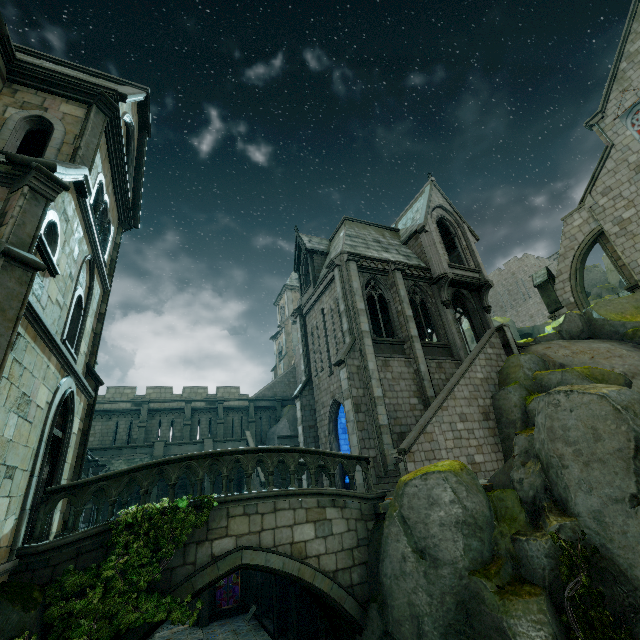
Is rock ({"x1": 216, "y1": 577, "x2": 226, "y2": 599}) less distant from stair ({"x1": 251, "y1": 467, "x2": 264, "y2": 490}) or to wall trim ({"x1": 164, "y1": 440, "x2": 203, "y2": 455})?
stair ({"x1": 251, "y1": 467, "x2": 264, "y2": 490})

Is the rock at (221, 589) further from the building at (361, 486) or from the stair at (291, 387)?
the stair at (291, 387)

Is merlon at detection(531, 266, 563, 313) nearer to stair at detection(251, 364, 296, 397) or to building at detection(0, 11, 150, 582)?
building at detection(0, 11, 150, 582)

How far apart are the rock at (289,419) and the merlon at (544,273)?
22.54m

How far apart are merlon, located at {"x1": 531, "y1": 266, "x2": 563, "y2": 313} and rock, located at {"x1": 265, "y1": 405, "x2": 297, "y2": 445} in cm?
2254

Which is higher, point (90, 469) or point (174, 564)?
point (90, 469)

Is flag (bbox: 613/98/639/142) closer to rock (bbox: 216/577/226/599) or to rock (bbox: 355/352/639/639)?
rock (bbox: 216/577/226/599)

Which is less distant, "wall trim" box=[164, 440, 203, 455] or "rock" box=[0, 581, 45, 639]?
"rock" box=[0, 581, 45, 639]
